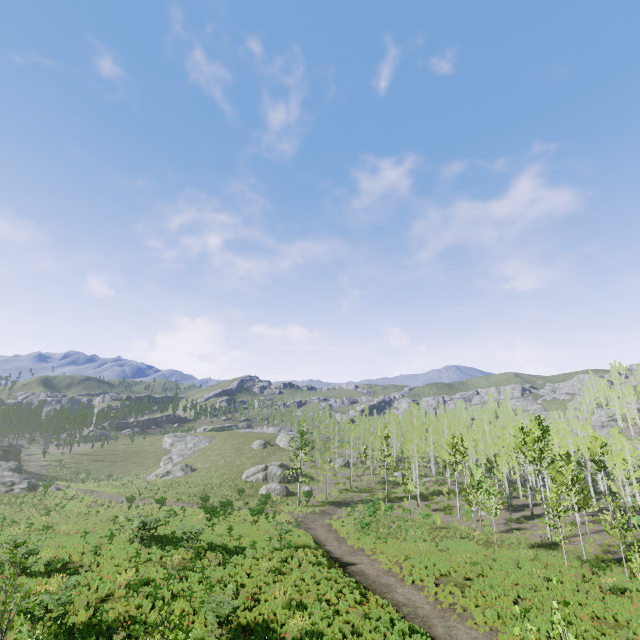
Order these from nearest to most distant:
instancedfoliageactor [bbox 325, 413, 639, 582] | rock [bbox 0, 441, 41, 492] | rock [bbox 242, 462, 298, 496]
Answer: instancedfoliageactor [bbox 325, 413, 639, 582]
rock [bbox 0, 441, 41, 492]
rock [bbox 242, 462, 298, 496]

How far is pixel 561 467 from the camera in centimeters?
2586cm

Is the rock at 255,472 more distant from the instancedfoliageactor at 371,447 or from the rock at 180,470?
the rock at 180,470

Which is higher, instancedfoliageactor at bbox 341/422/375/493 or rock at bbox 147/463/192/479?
instancedfoliageactor at bbox 341/422/375/493

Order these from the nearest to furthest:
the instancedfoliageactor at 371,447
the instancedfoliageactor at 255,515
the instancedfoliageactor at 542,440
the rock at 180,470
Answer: the instancedfoliageactor at 255,515 < the instancedfoliageactor at 542,440 < the instancedfoliageactor at 371,447 < the rock at 180,470

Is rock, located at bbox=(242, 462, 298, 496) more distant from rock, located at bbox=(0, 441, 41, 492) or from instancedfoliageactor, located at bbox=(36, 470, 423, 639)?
rock, located at bbox=(0, 441, 41, 492)

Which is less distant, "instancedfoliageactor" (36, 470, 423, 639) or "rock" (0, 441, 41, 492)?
"instancedfoliageactor" (36, 470, 423, 639)

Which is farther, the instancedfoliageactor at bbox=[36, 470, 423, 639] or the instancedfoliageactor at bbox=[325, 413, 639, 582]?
the instancedfoliageactor at bbox=[325, 413, 639, 582]
